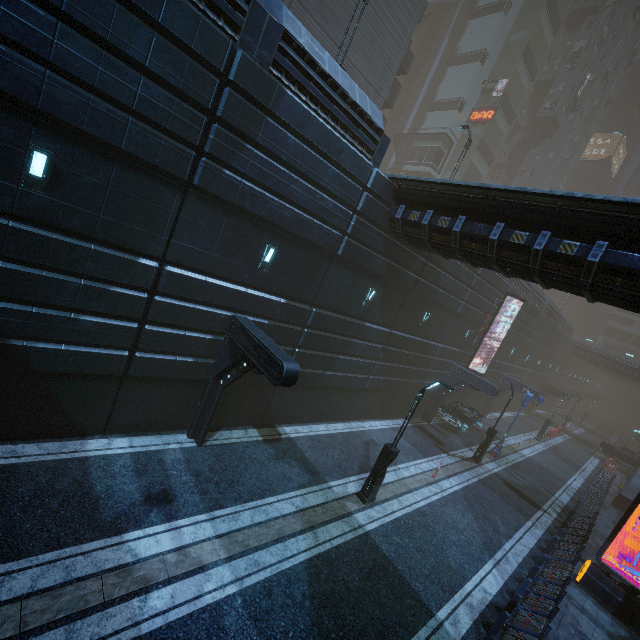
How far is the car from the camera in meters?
23.4

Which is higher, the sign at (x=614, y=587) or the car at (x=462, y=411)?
the car at (x=462, y=411)

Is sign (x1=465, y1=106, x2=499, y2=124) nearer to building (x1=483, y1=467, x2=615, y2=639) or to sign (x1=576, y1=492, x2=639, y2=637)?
building (x1=483, y1=467, x2=615, y2=639)

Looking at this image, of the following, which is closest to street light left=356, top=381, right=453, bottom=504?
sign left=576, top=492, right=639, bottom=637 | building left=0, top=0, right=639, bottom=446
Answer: building left=0, top=0, right=639, bottom=446

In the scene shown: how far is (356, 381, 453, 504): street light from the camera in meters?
11.7

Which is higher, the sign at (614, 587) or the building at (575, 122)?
the building at (575, 122)

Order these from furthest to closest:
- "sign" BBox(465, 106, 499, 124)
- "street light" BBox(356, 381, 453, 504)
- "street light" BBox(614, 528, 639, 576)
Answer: "sign" BBox(465, 106, 499, 124)
"street light" BBox(614, 528, 639, 576)
"street light" BBox(356, 381, 453, 504)

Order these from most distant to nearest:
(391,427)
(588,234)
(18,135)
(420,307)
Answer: (391,427)
(420,307)
(588,234)
(18,135)
